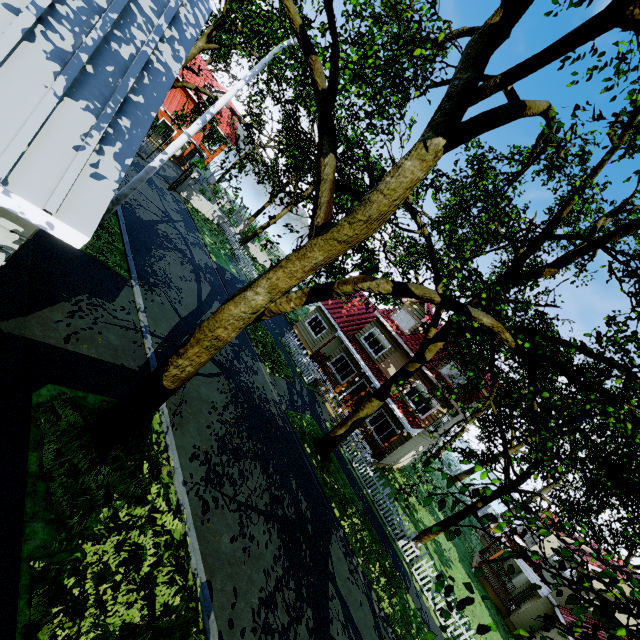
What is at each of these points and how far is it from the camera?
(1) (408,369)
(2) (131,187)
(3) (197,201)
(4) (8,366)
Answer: (1) tree, 14.33m
(2) street light, 11.09m
(3) fence, 28.44m
(4) garage entrance, 5.42m

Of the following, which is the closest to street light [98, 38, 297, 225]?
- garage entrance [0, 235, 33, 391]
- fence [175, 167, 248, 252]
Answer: garage entrance [0, 235, 33, 391]

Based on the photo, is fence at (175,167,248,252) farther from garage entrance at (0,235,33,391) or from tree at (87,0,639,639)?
garage entrance at (0,235,33,391)

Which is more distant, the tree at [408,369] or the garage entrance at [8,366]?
the garage entrance at [8,366]

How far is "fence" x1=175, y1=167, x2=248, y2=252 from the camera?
27.1m

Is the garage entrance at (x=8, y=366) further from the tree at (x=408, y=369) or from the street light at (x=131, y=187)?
the street light at (x=131, y=187)

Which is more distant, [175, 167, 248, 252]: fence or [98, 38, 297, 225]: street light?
[175, 167, 248, 252]: fence

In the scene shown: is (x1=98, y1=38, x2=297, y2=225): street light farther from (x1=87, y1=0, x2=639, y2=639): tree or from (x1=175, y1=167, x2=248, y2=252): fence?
(x1=175, y1=167, x2=248, y2=252): fence
